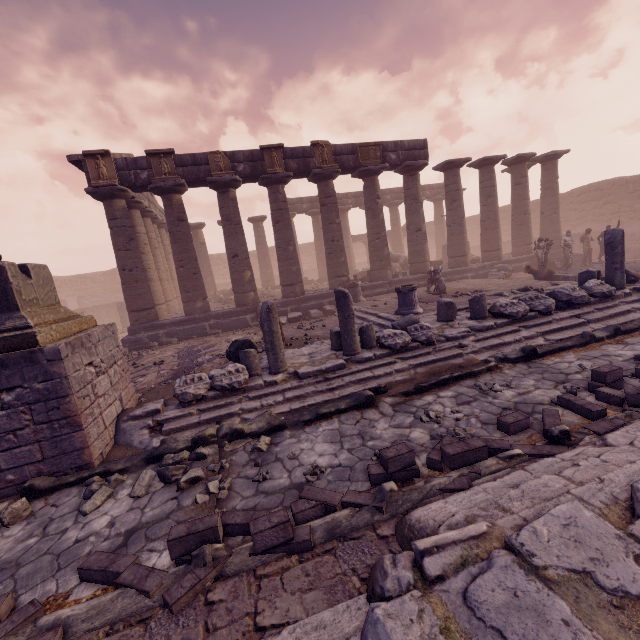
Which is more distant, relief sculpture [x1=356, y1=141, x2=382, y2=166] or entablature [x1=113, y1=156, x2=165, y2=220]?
relief sculpture [x1=356, y1=141, x2=382, y2=166]

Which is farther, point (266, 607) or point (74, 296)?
point (74, 296)

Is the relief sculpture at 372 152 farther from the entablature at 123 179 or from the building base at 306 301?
the building base at 306 301

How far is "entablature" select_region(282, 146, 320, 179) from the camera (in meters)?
13.90

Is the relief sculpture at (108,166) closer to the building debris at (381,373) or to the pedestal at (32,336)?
the pedestal at (32,336)

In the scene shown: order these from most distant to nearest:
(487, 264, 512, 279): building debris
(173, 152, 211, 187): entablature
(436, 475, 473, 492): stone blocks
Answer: (487, 264, 512, 279): building debris → (173, 152, 211, 187): entablature → (436, 475, 473, 492): stone blocks

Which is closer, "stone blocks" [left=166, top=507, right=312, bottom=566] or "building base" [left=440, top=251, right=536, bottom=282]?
"stone blocks" [left=166, top=507, right=312, bottom=566]

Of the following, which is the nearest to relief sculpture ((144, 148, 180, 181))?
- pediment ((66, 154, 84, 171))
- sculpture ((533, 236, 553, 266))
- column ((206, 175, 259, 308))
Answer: column ((206, 175, 259, 308))
